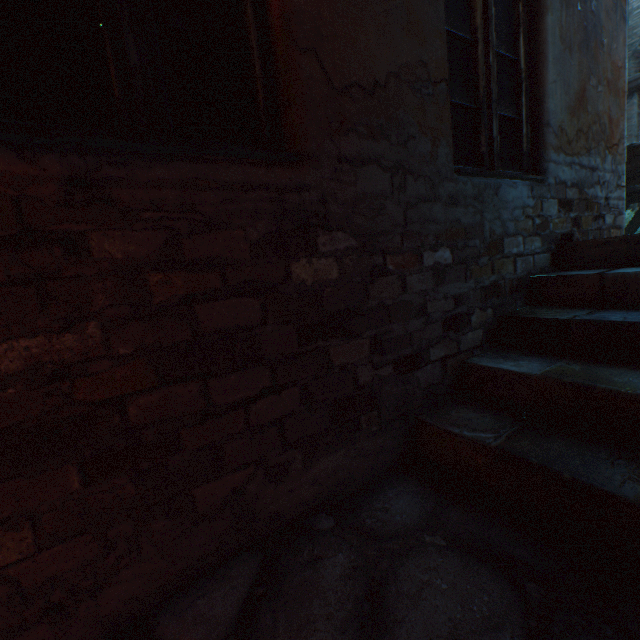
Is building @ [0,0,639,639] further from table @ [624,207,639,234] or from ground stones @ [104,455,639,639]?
table @ [624,207,639,234]

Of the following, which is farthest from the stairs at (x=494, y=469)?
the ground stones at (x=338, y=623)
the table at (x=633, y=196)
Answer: the table at (x=633, y=196)

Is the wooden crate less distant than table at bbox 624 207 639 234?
Yes

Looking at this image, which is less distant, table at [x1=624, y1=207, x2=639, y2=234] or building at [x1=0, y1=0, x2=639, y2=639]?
building at [x1=0, y1=0, x2=639, y2=639]

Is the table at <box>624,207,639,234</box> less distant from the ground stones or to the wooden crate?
the wooden crate

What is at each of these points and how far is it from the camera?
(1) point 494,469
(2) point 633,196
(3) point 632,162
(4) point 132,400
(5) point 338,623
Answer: (1) stairs, 1.33m
(2) table, 5.35m
(3) wooden crate, 5.05m
(4) building, 1.00m
(5) ground stones, 0.95m

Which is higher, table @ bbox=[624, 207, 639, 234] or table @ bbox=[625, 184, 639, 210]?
table @ bbox=[625, 184, 639, 210]

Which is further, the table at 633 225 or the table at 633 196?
the table at 633 225
